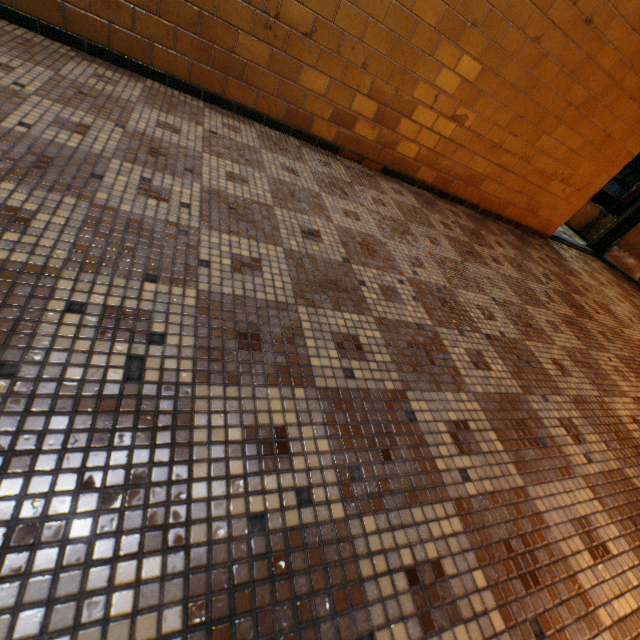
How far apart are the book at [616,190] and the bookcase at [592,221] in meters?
0.0 m

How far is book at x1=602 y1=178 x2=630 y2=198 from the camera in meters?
5.8

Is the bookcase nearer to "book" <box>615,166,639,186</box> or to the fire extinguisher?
"book" <box>615,166,639,186</box>

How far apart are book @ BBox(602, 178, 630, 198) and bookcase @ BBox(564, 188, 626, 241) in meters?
0.0 m

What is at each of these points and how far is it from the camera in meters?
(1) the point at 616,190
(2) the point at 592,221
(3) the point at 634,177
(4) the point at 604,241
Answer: (1) book, 5.9
(2) bookcase, 6.1
(3) book, 5.7
(4) door, 5.4

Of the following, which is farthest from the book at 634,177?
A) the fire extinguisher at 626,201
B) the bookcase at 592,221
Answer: the fire extinguisher at 626,201

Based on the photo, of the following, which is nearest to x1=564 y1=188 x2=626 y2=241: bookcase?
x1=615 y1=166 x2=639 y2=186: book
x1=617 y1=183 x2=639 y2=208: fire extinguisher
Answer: x1=615 y1=166 x2=639 y2=186: book
